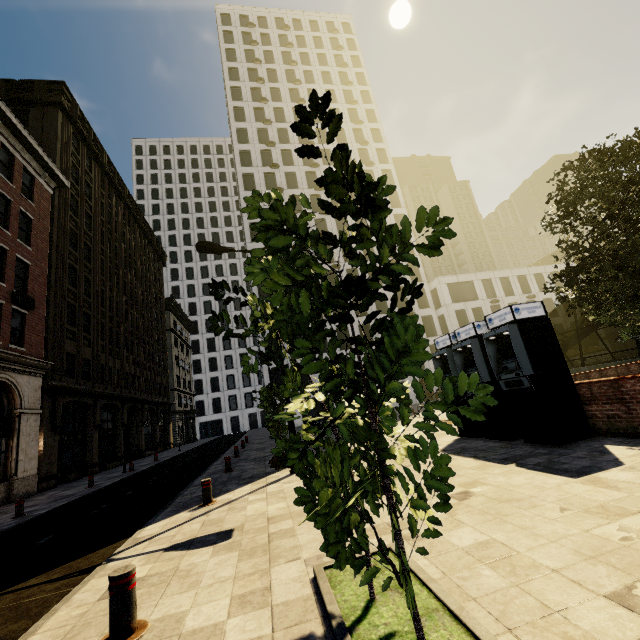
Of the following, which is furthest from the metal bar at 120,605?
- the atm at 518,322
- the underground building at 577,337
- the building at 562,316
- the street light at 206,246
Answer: the building at 562,316

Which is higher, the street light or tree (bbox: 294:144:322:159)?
the street light

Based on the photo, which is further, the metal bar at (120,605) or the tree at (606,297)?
the tree at (606,297)

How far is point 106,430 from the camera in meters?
26.7 m

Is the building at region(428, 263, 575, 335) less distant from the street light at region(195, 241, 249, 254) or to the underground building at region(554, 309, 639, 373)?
the underground building at region(554, 309, 639, 373)

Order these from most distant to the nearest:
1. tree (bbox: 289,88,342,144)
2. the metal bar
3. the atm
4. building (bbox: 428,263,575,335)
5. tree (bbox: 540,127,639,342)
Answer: building (bbox: 428,263,575,335) → tree (bbox: 540,127,639,342) → the atm → the metal bar → tree (bbox: 289,88,342,144)

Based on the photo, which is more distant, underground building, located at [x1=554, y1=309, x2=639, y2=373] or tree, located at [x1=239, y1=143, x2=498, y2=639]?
underground building, located at [x1=554, y1=309, x2=639, y2=373]

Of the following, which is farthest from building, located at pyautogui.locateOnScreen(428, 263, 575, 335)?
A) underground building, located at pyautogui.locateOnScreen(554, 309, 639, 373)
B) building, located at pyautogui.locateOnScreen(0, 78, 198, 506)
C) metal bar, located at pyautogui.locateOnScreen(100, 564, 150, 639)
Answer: → metal bar, located at pyautogui.locateOnScreen(100, 564, 150, 639)
